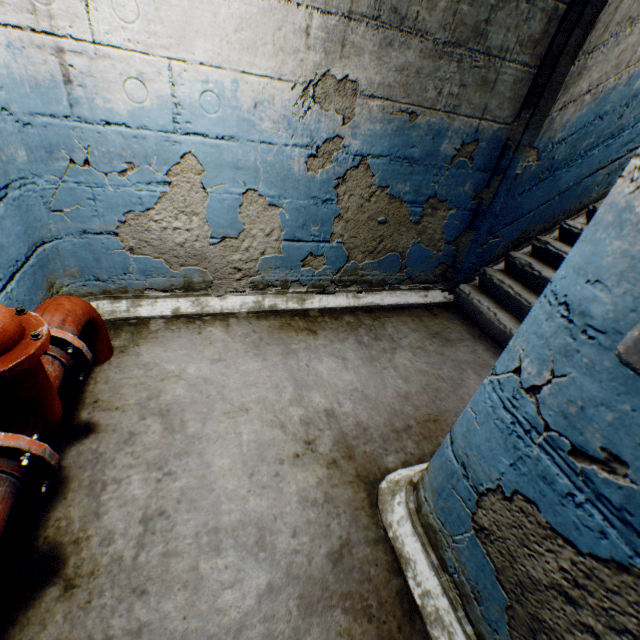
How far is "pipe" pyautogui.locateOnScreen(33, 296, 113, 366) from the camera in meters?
1.5

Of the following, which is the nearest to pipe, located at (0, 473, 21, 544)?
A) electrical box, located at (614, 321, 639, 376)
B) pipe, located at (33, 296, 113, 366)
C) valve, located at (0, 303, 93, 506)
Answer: valve, located at (0, 303, 93, 506)

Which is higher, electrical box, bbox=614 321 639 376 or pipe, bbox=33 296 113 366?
electrical box, bbox=614 321 639 376

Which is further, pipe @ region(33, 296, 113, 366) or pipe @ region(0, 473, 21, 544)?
pipe @ region(33, 296, 113, 366)

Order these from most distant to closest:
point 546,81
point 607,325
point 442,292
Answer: point 442,292 → point 546,81 → point 607,325

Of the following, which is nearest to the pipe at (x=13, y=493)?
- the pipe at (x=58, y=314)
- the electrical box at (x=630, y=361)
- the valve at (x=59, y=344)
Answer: the valve at (x=59, y=344)

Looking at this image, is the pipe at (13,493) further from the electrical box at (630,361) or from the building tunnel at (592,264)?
the electrical box at (630,361)

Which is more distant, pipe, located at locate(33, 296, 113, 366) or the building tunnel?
pipe, located at locate(33, 296, 113, 366)
